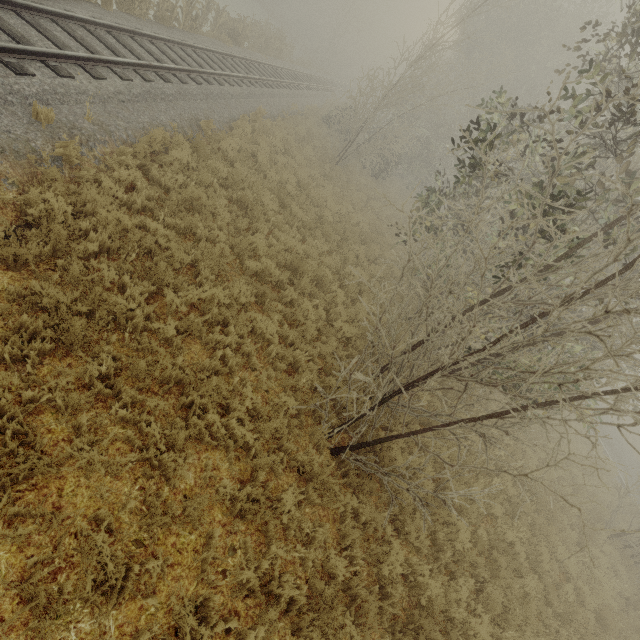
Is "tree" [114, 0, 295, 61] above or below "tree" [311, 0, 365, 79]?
below

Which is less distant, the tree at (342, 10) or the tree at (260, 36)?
the tree at (260, 36)

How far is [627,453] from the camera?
22.6 meters

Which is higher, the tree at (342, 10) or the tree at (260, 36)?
the tree at (342, 10)

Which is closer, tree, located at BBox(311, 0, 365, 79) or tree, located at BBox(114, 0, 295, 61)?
tree, located at BBox(114, 0, 295, 61)
